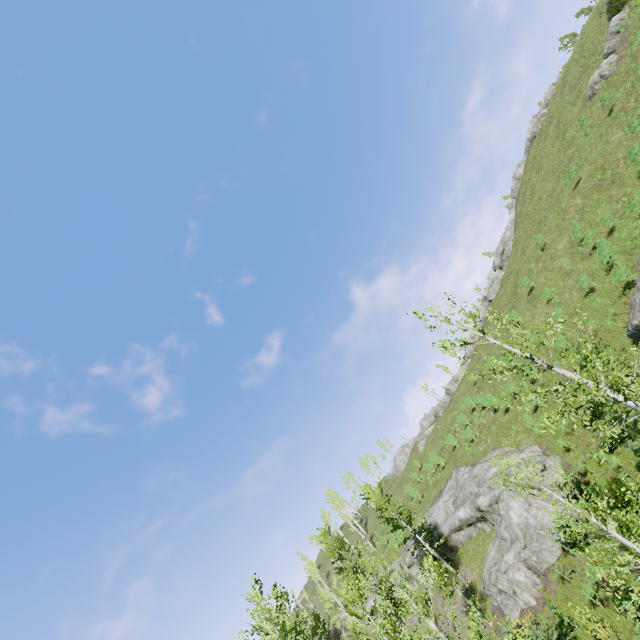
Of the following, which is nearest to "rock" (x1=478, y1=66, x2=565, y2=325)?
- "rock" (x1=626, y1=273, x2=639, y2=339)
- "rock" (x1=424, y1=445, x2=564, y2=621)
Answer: "rock" (x1=424, y1=445, x2=564, y2=621)

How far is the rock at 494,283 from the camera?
46.6 meters

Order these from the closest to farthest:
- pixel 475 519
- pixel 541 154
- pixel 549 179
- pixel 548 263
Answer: pixel 475 519 → pixel 548 263 → pixel 549 179 → pixel 541 154

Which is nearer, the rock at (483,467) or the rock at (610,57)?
the rock at (483,467)

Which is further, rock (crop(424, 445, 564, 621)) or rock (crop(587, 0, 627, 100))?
rock (crop(587, 0, 627, 100))

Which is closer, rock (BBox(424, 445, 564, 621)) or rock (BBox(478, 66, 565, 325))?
rock (BBox(424, 445, 564, 621))

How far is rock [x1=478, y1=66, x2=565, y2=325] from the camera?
46.56m
